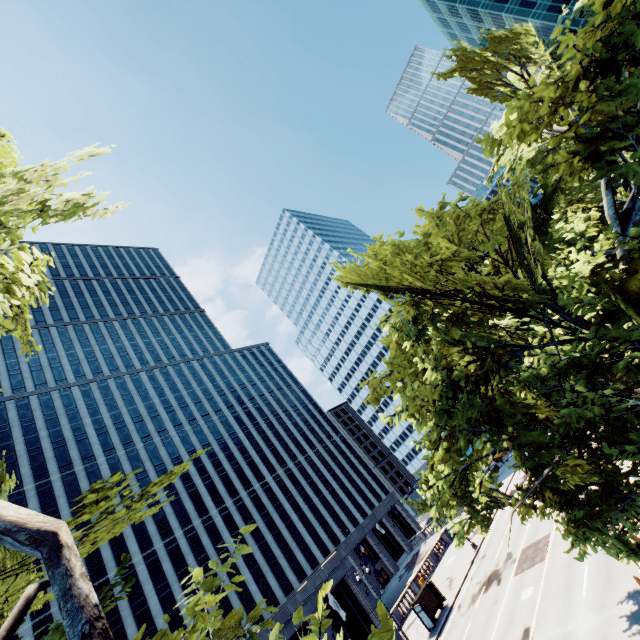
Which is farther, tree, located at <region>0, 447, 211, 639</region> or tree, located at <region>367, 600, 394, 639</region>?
tree, located at <region>367, 600, 394, 639</region>

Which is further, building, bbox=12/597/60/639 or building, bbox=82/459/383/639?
building, bbox=12/597/60/639

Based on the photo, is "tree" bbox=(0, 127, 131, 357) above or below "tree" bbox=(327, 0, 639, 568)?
above

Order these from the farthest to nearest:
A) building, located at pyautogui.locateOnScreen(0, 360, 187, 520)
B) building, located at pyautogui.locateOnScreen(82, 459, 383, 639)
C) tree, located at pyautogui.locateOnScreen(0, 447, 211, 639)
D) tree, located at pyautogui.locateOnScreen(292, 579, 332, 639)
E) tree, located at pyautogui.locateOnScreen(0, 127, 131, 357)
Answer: building, located at pyautogui.locateOnScreen(0, 360, 187, 520) → building, located at pyautogui.locateOnScreen(82, 459, 383, 639) → tree, located at pyautogui.locateOnScreen(0, 127, 131, 357) → tree, located at pyautogui.locateOnScreen(292, 579, 332, 639) → tree, located at pyautogui.locateOnScreen(0, 447, 211, 639)

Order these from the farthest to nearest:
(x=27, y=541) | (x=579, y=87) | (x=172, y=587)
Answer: (x=172, y=587) → (x=579, y=87) → (x=27, y=541)

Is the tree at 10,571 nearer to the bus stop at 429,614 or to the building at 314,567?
the bus stop at 429,614

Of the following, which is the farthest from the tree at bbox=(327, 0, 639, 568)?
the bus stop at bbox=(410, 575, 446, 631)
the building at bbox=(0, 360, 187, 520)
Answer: the building at bbox=(0, 360, 187, 520)

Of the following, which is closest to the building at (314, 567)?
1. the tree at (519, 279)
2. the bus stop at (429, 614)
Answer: the bus stop at (429, 614)
